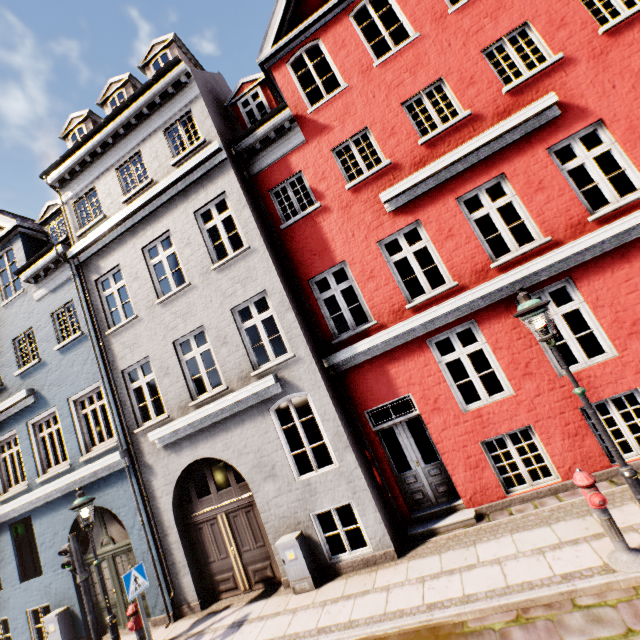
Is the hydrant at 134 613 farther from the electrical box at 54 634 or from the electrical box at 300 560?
the electrical box at 54 634

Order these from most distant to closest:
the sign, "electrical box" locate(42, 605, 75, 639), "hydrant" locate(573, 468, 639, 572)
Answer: "electrical box" locate(42, 605, 75, 639), the sign, "hydrant" locate(573, 468, 639, 572)

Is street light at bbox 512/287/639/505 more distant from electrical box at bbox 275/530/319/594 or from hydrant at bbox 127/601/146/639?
hydrant at bbox 127/601/146/639

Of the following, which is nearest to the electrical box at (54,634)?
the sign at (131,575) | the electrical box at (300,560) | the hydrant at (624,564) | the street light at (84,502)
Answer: the street light at (84,502)

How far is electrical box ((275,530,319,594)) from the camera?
6.8m

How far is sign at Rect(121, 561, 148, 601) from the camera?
6.4m

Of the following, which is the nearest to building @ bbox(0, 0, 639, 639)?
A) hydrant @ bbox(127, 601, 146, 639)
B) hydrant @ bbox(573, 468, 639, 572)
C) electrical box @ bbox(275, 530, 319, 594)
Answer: electrical box @ bbox(275, 530, 319, 594)

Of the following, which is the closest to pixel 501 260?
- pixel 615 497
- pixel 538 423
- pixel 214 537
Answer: pixel 538 423
